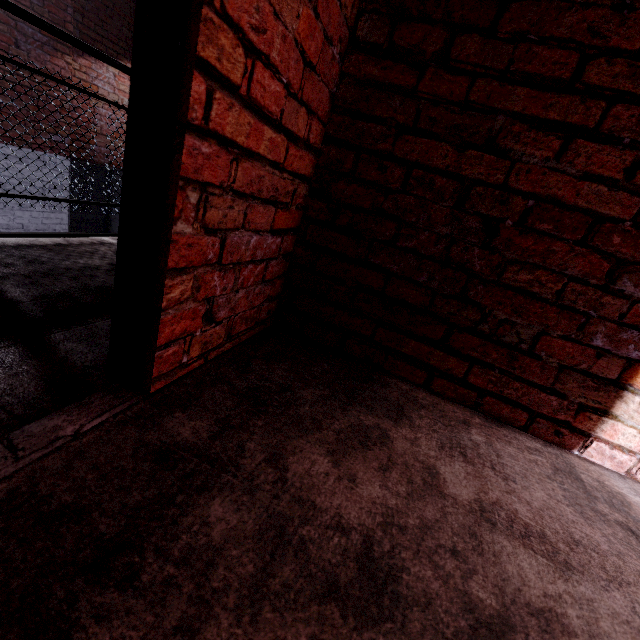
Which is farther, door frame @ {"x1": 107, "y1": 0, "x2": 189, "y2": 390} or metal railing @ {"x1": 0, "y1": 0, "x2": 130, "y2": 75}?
metal railing @ {"x1": 0, "y1": 0, "x2": 130, "y2": 75}

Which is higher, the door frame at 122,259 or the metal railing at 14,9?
the metal railing at 14,9

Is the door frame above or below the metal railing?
below

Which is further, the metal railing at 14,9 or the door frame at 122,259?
the metal railing at 14,9

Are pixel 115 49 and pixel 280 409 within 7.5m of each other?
no
